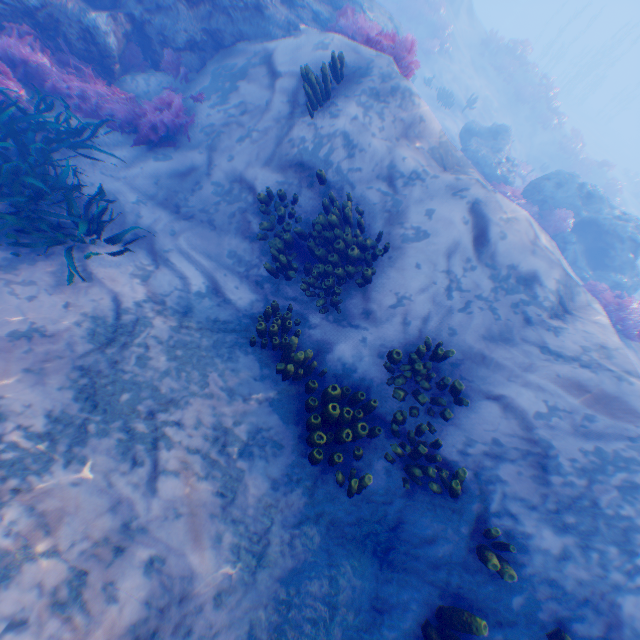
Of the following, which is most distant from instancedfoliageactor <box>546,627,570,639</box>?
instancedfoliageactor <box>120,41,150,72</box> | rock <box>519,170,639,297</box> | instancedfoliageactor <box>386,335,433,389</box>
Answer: instancedfoliageactor <box>120,41,150,72</box>

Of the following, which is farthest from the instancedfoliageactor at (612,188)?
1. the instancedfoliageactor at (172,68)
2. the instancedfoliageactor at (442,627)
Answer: the instancedfoliageactor at (442,627)

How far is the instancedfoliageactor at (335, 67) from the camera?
6.0m

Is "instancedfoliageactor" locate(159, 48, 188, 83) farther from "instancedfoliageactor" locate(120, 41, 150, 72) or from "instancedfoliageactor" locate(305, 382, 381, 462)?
"instancedfoliageactor" locate(305, 382, 381, 462)

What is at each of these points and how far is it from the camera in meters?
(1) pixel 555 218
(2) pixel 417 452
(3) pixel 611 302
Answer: (1) instancedfoliageactor, 12.2 m
(2) instancedfoliageactor, 4.5 m
(3) instancedfoliageactor, 9.2 m

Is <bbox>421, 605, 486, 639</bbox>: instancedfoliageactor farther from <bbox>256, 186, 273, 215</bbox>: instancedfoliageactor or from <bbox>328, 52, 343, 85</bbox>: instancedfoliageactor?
<bbox>328, 52, 343, 85</bbox>: instancedfoliageactor

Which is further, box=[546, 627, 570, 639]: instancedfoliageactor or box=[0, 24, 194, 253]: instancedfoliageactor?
box=[0, 24, 194, 253]: instancedfoliageactor

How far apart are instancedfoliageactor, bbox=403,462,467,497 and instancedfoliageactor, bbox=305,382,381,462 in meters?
0.2 m
